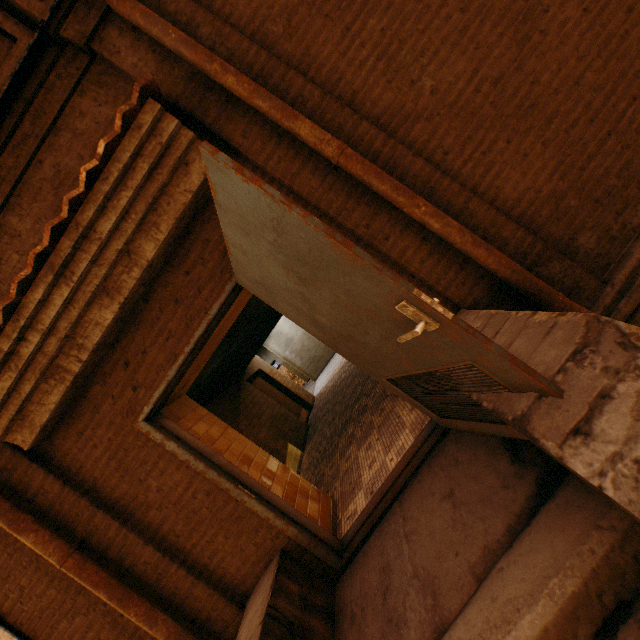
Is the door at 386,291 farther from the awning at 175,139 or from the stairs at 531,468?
the awning at 175,139

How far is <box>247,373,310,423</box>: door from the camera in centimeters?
961cm

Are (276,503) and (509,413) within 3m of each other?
yes

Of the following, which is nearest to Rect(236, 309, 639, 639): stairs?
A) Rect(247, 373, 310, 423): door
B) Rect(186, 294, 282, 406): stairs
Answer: Rect(186, 294, 282, 406): stairs

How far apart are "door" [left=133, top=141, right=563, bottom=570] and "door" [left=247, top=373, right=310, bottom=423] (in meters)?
6.24

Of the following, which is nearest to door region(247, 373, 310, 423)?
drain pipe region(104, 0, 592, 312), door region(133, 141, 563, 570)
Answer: door region(133, 141, 563, 570)

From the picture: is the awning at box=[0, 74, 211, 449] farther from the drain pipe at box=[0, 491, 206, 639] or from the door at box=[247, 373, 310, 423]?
the door at box=[247, 373, 310, 423]

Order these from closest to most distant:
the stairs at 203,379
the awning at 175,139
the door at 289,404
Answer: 1. the awning at 175,139
2. the stairs at 203,379
3. the door at 289,404
